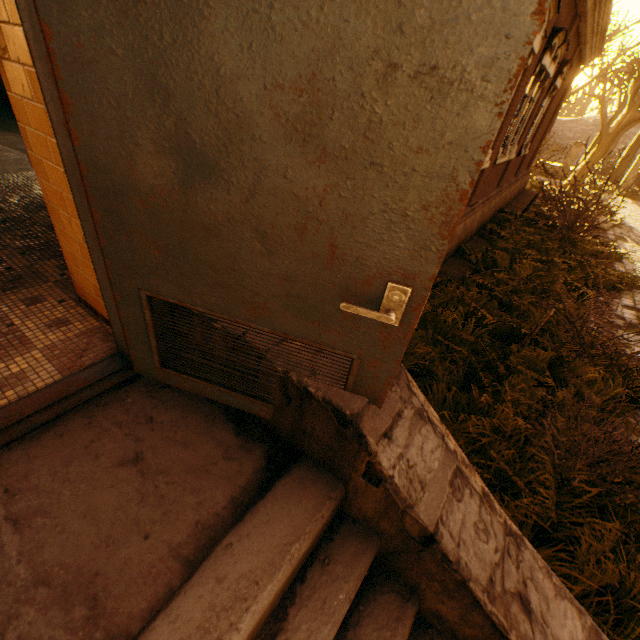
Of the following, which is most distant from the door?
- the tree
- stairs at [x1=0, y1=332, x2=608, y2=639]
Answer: the tree

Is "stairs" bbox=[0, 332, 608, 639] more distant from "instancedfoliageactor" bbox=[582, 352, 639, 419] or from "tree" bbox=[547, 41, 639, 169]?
"tree" bbox=[547, 41, 639, 169]

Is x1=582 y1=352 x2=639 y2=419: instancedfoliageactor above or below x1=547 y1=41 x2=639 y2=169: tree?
below

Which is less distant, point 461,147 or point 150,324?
point 461,147

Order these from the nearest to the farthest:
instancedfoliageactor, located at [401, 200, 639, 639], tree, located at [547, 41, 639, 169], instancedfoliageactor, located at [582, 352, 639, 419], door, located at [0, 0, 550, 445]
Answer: door, located at [0, 0, 550, 445], instancedfoliageactor, located at [401, 200, 639, 639], instancedfoliageactor, located at [582, 352, 639, 419], tree, located at [547, 41, 639, 169]

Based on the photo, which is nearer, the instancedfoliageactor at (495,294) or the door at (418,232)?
the door at (418,232)

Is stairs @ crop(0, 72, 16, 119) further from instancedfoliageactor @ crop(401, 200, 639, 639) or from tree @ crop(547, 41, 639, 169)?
tree @ crop(547, 41, 639, 169)

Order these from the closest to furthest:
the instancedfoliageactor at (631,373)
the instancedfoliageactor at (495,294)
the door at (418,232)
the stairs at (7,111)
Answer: the door at (418,232) < the instancedfoliageactor at (495,294) < the instancedfoliageactor at (631,373) < the stairs at (7,111)
